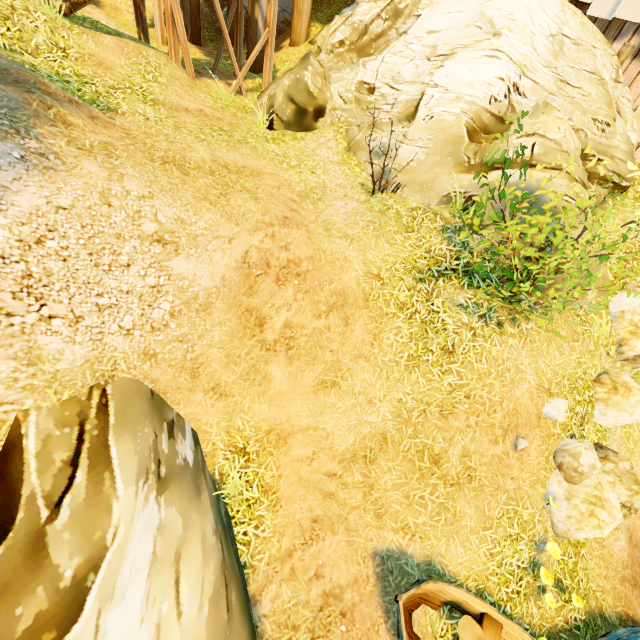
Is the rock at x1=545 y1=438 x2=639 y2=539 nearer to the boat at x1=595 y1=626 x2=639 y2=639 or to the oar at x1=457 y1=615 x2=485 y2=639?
the boat at x1=595 y1=626 x2=639 y2=639

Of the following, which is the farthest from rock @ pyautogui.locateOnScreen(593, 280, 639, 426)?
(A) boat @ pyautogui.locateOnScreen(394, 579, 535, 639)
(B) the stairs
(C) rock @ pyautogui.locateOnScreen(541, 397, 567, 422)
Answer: (B) the stairs

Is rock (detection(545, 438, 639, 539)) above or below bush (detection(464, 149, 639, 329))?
below

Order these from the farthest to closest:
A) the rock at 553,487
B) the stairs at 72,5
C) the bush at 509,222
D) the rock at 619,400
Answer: the stairs at 72,5 < the rock at 619,400 < the rock at 553,487 < the bush at 509,222

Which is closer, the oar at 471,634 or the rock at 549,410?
the oar at 471,634

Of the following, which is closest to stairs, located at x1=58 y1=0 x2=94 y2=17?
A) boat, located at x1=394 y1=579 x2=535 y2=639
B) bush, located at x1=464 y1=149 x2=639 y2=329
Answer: bush, located at x1=464 y1=149 x2=639 y2=329

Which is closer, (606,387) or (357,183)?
(606,387)

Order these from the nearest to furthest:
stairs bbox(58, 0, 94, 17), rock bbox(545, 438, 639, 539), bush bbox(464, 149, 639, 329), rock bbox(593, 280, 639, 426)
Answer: bush bbox(464, 149, 639, 329), rock bbox(545, 438, 639, 539), rock bbox(593, 280, 639, 426), stairs bbox(58, 0, 94, 17)
